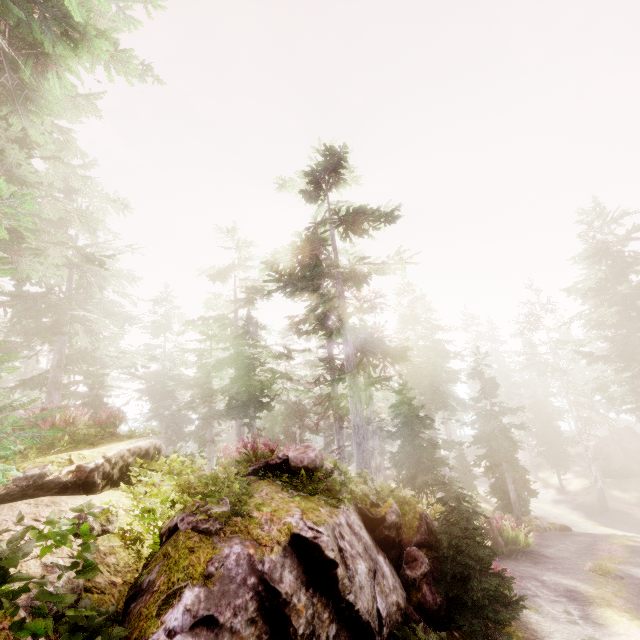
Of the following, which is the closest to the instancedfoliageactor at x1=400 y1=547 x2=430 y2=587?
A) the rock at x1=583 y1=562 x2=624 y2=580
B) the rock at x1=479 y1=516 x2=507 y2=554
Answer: the rock at x1=479 y1=516 x2=507 y2=554

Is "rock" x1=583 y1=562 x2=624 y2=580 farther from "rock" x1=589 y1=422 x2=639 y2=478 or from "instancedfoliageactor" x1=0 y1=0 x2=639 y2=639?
"rock" x1=589 y1=422 x2=639 y2=478

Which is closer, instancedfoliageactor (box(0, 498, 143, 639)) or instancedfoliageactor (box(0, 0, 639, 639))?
instancedfoliageactor (box(0, 498, 143, 639))

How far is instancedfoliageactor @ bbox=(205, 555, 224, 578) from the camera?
4.1 meters

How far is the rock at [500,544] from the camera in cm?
1564

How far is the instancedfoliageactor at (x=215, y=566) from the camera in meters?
4.1

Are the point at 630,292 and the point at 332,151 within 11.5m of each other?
no

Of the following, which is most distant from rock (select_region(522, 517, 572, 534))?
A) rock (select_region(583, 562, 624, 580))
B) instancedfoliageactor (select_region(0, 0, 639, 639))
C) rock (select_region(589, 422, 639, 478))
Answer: rock (select_region(589, 422, 639, 478))
